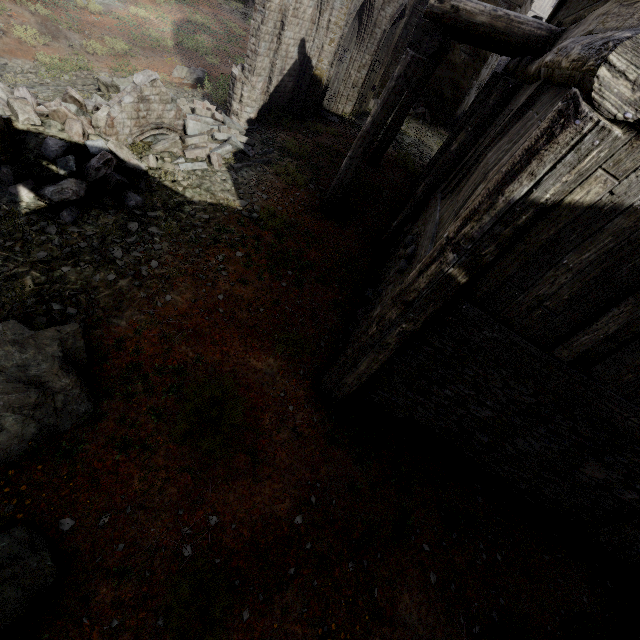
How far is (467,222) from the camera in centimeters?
333cm

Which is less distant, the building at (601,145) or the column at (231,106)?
the building at (601,145)

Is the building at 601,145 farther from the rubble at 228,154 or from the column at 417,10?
the column at 417,10

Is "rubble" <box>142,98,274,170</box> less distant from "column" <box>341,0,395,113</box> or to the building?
the building

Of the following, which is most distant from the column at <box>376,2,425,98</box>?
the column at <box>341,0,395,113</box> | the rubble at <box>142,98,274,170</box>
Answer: the rubble at <box>142,98,274,170</box>

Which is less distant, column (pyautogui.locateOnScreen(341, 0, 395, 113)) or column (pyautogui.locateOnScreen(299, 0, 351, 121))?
column (pyautogui.locateOnScreen(299, 0, 351, 121))

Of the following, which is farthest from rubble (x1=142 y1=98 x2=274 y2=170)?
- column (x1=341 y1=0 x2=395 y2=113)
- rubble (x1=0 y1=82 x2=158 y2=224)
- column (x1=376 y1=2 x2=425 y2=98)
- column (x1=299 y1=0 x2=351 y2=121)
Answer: column (x1=376 y1=2 x2=425 y2=98)

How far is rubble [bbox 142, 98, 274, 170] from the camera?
8.0m
